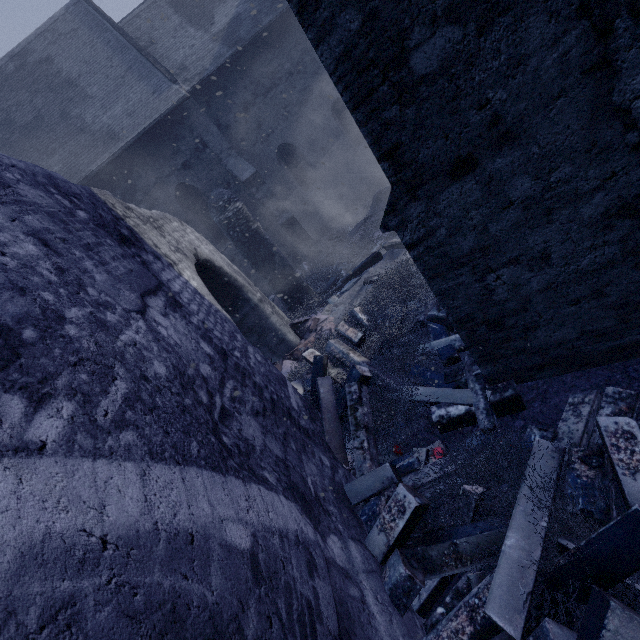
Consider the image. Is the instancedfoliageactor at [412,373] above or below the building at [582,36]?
below

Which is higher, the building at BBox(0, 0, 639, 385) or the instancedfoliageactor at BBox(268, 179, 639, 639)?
the building at BBox(0, 0, 639, 385)

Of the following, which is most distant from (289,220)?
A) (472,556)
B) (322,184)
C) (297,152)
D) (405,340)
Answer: (472,556)
